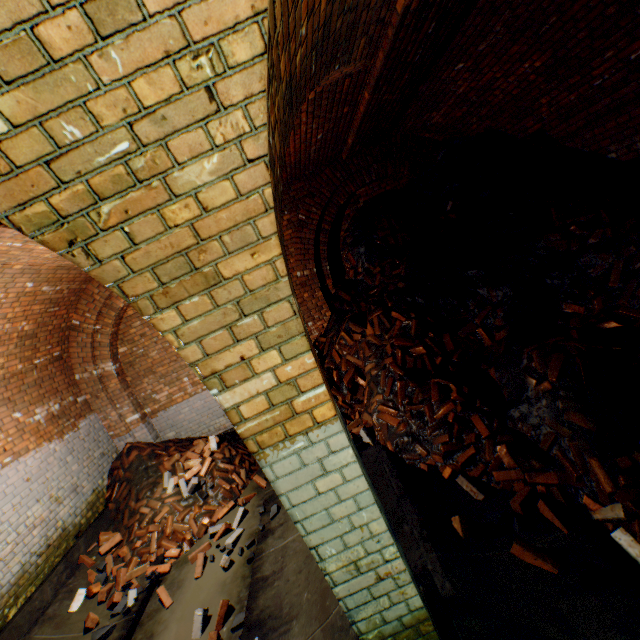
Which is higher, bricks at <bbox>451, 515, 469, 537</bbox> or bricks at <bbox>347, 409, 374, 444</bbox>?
bricks at <bbox>347, 409, 374, 444</bbox>

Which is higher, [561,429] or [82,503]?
[82,503]

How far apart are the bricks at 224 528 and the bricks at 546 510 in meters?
3.8 m

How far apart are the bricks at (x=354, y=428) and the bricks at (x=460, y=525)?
1.6 meters

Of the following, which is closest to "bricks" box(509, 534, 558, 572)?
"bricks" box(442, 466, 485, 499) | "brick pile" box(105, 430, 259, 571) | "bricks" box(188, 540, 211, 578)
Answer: "bricks" box(442, 466, 485, 499)

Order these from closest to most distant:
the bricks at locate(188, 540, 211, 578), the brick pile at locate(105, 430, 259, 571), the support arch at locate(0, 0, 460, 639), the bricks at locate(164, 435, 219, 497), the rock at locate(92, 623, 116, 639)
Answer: the support arch at locate(0, 0, 460, 639)
the rock at locate(92, 623, 116, 639)
the bricks at locate(188, 540, 211, 578)
the brick pile at locate(105, 430, 259, 571)
the bricks at locate(164, 435, 219, 497)

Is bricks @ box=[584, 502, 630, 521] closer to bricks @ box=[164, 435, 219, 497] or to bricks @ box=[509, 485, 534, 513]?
bricks @ box=[509, 485, 534, 513]

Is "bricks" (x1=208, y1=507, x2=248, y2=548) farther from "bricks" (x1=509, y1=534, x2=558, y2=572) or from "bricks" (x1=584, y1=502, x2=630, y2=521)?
"bricks" (x1=584, y1=502, x2=630, y2=521)
